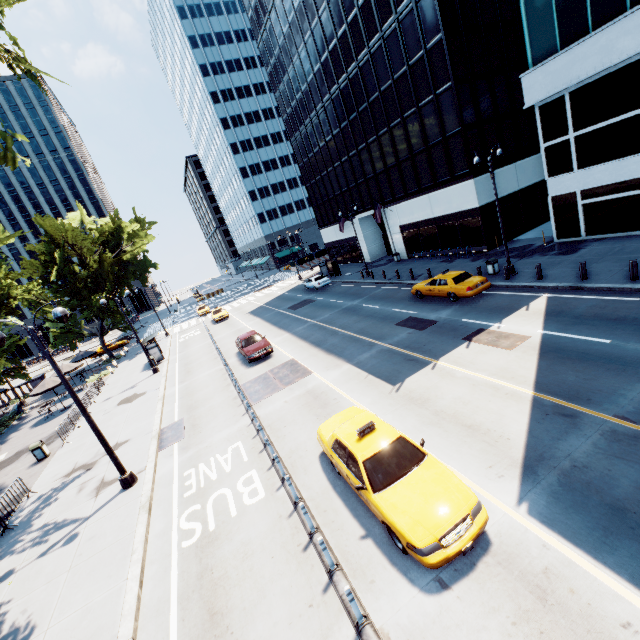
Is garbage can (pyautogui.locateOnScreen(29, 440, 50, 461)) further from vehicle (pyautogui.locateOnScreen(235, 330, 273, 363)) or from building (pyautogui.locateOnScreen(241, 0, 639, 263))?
building (pyautogui.locateOnScreen(241, 0, 639, 263))

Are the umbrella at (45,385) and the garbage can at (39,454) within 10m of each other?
yes

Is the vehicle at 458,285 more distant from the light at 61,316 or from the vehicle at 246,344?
the light at 61,316

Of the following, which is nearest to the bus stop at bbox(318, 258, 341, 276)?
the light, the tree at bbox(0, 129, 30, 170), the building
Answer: the light

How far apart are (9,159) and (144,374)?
22.9 meters

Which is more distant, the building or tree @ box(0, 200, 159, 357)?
tree @ box(0, 200, 159, 357)

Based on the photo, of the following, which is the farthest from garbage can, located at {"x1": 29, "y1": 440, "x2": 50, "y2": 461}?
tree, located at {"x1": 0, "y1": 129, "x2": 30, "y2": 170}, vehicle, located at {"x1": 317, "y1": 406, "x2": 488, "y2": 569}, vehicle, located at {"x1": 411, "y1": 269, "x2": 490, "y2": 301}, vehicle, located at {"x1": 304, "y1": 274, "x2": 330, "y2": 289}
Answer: vehicle, located at {"x1": 304, "y1": 274, "x2": 330, "y2": 289}

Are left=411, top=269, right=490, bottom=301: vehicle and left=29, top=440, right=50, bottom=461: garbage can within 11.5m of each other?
no
